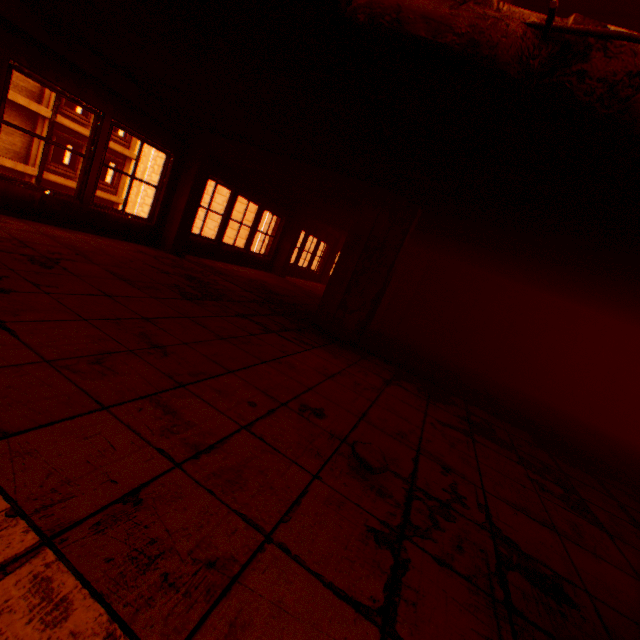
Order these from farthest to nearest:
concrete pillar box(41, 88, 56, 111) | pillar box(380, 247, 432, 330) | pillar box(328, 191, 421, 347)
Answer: concrete pillar box(41, 88, 56, 111) → pillar box(380, 247, 432, 330) → pillar box(328, 191, 421, 347)

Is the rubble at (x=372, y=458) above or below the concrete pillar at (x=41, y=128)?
below

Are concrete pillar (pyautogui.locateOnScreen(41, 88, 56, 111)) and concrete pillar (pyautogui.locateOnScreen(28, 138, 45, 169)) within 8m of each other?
yes

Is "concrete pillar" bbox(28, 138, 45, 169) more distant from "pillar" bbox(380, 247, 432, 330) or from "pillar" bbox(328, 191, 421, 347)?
"pillar" bbox(328, 191, 421, 347)

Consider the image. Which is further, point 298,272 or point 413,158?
point 298,272

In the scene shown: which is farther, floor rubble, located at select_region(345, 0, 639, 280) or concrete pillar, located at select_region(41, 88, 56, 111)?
concrete pillar, located at select_region(41, 88, 56, 111)

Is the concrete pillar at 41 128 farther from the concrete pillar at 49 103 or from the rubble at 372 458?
the rubble at 372 458

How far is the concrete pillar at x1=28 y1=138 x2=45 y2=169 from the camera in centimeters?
1708cm
